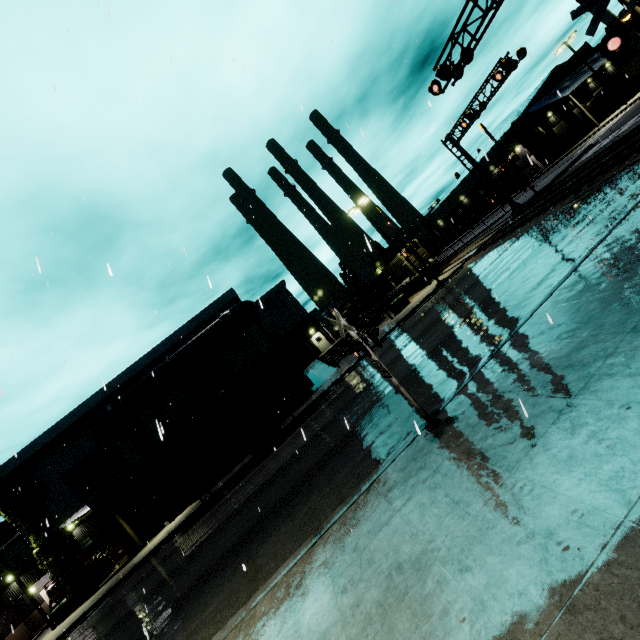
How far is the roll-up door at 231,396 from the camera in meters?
25.0 m

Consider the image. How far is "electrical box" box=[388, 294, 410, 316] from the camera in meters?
27.9 m

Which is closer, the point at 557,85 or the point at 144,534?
the point at 144,534

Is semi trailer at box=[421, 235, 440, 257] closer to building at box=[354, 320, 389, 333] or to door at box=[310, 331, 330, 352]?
building at box=[354, 320, 389, 333]

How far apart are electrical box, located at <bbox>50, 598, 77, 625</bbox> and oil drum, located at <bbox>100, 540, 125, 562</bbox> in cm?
630

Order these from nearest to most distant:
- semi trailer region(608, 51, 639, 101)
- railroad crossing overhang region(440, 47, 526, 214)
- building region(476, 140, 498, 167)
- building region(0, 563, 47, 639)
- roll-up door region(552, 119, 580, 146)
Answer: railroad crossing overhang region(440, 47, 526, 214) → building region(0, 563, 47, 639) → semi trailer region(608, 51, 639, 101) → roll-up door region(552, 119, 580, 146) → building region(476, 140, 498, 167)

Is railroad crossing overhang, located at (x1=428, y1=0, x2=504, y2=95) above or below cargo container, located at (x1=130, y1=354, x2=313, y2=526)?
above

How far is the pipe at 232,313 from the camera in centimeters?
2264cm
